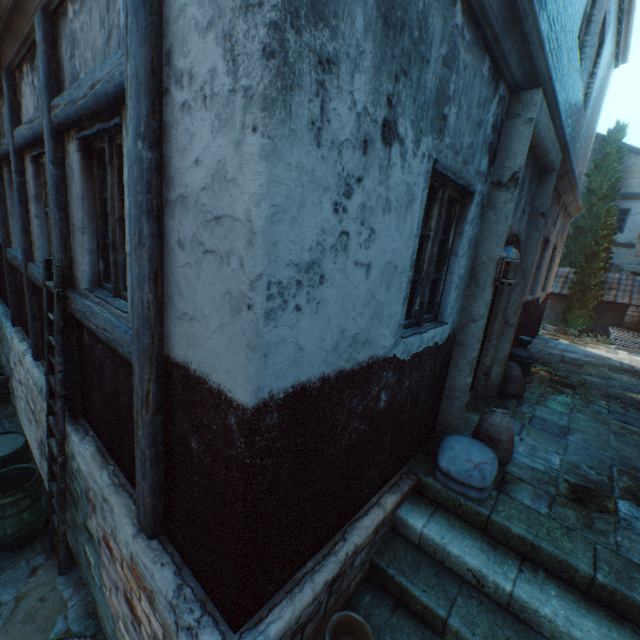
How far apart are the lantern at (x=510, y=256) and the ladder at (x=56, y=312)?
4.32m

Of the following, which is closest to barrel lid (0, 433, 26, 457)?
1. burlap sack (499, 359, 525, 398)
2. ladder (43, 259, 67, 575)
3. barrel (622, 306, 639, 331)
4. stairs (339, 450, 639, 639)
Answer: ladder (43, 259, 67, 575)

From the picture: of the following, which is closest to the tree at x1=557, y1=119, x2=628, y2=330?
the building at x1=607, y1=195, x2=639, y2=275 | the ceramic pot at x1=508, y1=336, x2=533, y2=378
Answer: the building at x1=607, y1=195, x2=639, y2=275

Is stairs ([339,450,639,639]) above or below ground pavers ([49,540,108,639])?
above

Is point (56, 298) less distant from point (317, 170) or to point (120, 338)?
point (120, 338)

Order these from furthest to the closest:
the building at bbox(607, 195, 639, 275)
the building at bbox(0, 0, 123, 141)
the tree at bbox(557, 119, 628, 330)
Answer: the building at bbox(607, 195, 639, 275) < the tree at bbox(557, 119, 628, 330) < the building at bbox(0, 0, 123, 141)

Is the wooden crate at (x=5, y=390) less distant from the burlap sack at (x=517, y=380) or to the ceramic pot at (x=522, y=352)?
the burlap sack at (x=517, y=380)

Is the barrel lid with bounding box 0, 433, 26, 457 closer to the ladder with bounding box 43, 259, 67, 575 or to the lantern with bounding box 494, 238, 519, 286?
the ladder with bounding box 43, 259, 67, 575
